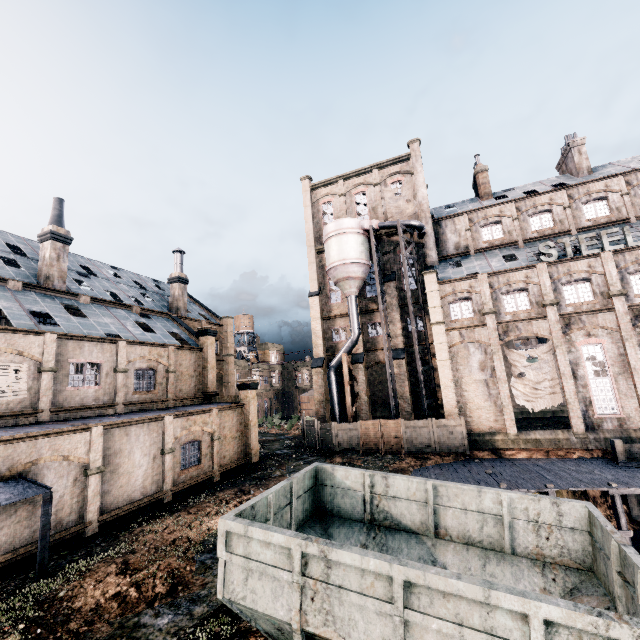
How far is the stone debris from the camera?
25.0 meters

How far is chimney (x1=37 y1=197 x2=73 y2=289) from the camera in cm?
2419

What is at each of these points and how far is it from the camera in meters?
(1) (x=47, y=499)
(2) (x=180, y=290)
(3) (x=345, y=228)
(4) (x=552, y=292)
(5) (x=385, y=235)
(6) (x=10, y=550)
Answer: (1) metal beam, 12.3
(2) chimney, 36.1
(3) silo, 34.2
(4) building, 26.8
(5) building, 37.8
(6) building, 12.9

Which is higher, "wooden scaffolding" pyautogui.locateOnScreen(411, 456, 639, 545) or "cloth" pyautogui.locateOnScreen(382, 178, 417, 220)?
"cloth" pyautogui.locateOnScreen(382, 178, 417, 220)

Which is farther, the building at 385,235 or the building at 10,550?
the building at 385,235

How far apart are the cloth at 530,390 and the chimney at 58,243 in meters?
36.2 m

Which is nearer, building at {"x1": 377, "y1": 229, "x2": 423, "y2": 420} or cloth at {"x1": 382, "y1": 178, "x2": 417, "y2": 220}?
building at {"x1": 377, "y1": 229, "x2": 423, "y2": 420}

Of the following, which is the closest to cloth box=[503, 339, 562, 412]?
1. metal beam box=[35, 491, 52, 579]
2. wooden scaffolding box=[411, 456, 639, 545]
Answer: wooden scaffolding box=[411, 456, 639, 545]
